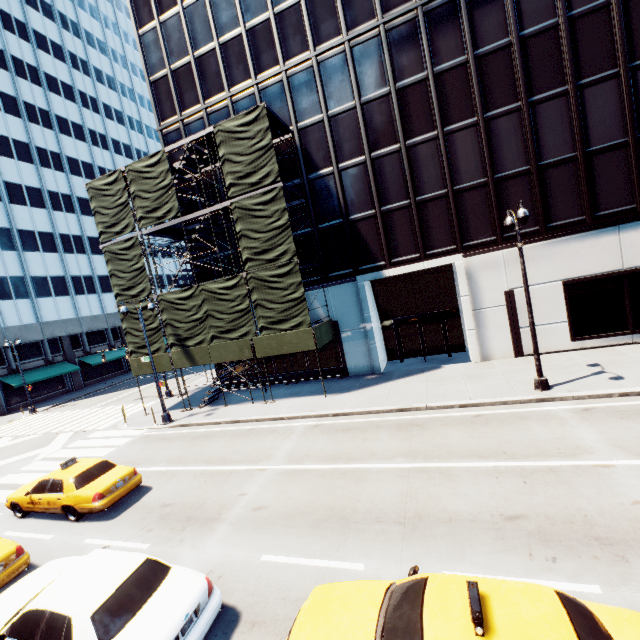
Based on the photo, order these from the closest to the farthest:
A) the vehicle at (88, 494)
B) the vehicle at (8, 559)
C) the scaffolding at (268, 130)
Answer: the vehicle at (8, 559), the vehicle at (88, 494), the scaffolding at (268, 130)

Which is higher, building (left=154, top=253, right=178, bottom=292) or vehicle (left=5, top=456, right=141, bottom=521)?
building (left=154, top=253, right=178, bottom=292)

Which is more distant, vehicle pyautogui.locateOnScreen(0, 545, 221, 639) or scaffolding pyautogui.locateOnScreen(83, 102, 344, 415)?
scaffolding pyautogui.locateOnScreen(83, 102, 344, 415)

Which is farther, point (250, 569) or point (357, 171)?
point (357, 171)

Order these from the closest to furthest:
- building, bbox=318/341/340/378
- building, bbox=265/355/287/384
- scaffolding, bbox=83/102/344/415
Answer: scaffolding, bbox=83/102/344/415 → building, bbox=318/341/340/378 → building, bbox=265/355/287/384

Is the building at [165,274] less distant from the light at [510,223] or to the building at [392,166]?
the building at [392,166]

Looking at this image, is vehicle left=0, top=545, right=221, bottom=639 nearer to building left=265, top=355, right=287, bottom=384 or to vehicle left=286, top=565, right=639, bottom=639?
vehicle left=286, top=565, right=639, bottom=639

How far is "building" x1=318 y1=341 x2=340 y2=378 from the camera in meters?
21.1
